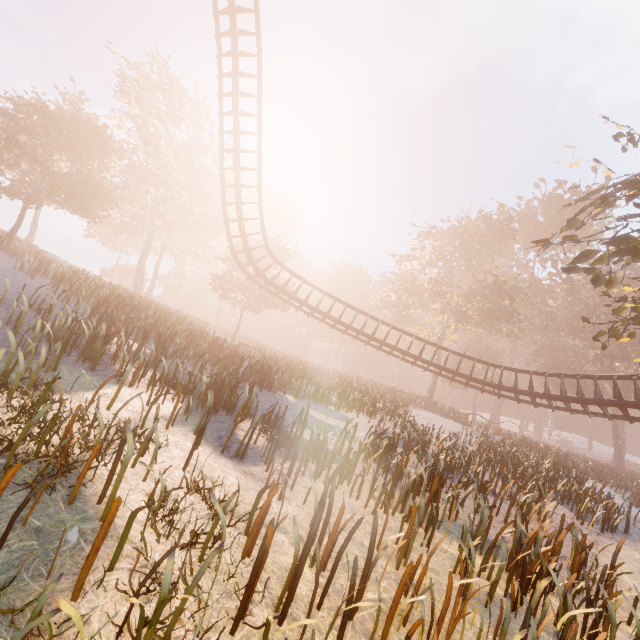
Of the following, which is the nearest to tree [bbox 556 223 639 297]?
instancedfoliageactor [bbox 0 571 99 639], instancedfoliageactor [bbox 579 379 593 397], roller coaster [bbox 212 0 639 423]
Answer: roller coaster [bbox 212 0 639 423]

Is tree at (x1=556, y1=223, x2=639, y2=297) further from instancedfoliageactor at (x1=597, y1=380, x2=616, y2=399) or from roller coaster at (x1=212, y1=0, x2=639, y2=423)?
instancedfoliageactor at (x1=597, y1=380, x2=616, y2=399)

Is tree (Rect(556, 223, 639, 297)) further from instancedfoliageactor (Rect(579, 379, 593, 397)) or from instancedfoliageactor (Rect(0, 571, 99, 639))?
instancedfoliageactor (Rect(579, 379, 593, 397))

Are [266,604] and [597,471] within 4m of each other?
no

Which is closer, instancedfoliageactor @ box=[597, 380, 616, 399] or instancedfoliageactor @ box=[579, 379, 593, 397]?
instancedfoliageactor @ box=[597, 380, 616, 399]

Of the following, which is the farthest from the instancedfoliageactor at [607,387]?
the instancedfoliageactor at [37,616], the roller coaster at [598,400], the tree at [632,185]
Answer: the instancedfoliageactor at [37,616]

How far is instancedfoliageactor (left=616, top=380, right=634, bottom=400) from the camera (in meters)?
38.03

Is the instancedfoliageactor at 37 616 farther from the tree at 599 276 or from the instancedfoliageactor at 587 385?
the instancedfoliageactor at 587 385
